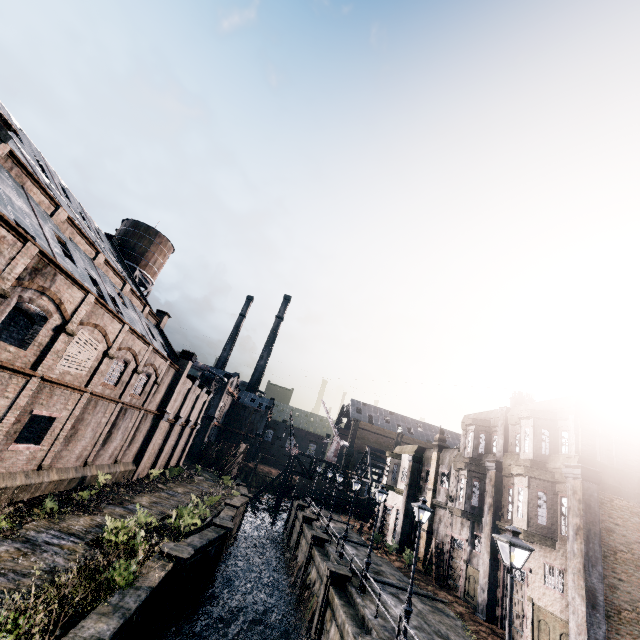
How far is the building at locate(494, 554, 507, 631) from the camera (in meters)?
19.69

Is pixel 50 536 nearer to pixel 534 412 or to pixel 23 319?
pixel 23 319

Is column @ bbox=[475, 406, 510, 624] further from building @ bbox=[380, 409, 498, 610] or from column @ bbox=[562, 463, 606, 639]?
column @ bbox=[562, 463, 606, 639]

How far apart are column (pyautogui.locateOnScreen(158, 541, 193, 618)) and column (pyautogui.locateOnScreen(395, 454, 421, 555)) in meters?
23.8 m

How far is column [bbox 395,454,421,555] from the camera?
32.8m

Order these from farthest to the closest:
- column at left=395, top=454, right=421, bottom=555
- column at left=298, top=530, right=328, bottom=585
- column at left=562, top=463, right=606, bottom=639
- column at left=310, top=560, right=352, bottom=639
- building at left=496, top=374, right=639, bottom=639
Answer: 1. column at left=395, top=454, right=421, bottom=555
2. column at left=298, top=530, right=328, bottom=585
3. column at left=310, top=560, right=352, bottom=639
4. building at left=496, top=374, right=639, bottom=639
5. column at left=562, top=463, right=606, bottom=639

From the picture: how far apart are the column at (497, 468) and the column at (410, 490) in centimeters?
1214cm

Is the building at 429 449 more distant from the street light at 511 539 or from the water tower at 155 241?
the water tower at 155 241
